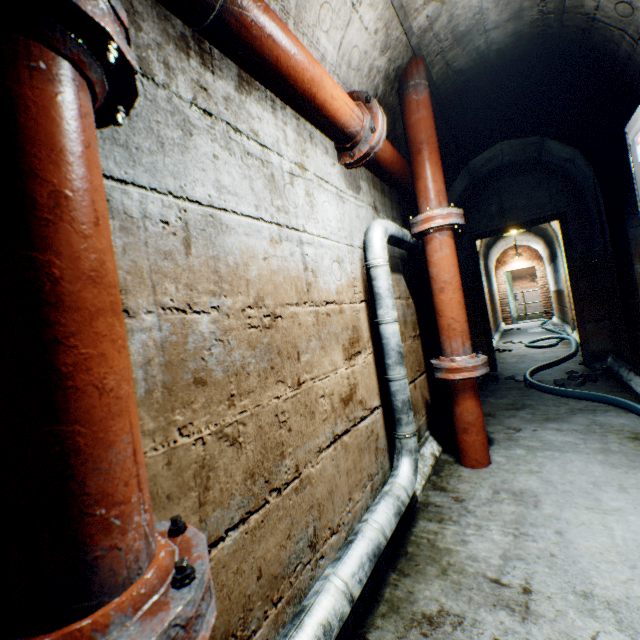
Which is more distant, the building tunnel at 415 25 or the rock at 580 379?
the rock at 580 379

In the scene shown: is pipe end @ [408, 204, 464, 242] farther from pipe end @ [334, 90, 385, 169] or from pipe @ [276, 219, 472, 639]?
pipe end @ [334, 90, 385, 169]

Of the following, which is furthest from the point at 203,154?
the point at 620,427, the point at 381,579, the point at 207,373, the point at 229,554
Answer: the point at 620,427

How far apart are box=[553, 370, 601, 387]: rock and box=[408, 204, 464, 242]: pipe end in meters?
2.7 m

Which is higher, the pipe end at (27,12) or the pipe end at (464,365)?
the pipe end at (27,12)

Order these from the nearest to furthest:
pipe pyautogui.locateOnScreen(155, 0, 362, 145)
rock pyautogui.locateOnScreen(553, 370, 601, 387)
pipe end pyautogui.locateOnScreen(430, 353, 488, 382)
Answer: pipe pyautogui.locateOnScreen(155, 0, 362, 145), pipe end pyautogui.locateOnScreen(430, 353, 488, 382), rock pyautogui.locateOnScreen(553, 370, 601, 387)

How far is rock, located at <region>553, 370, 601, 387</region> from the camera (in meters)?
3.68

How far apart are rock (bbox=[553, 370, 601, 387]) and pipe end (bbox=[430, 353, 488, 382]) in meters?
2.2
